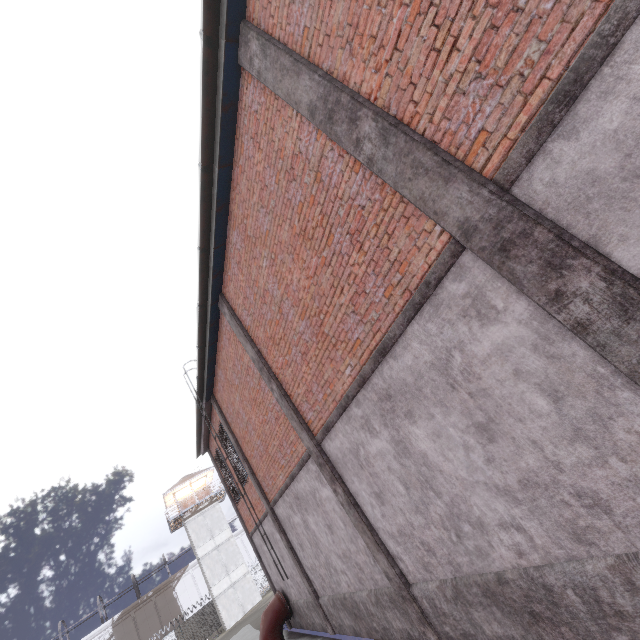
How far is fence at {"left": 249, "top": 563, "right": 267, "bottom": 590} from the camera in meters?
39.8

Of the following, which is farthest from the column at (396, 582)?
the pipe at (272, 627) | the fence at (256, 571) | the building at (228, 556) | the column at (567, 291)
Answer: the building at (228, 556)

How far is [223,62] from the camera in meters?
5.1 m

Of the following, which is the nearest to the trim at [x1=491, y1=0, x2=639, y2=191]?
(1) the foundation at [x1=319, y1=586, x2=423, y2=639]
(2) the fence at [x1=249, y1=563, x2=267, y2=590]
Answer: (1) the foundation at [x1=319, y1=586, x2=423, y2=639]

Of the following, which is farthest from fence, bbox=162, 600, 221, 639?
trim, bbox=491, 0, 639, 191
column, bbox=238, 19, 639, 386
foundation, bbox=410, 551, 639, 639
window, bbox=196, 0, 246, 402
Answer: foundation, bbox=410, 551, 639, 639

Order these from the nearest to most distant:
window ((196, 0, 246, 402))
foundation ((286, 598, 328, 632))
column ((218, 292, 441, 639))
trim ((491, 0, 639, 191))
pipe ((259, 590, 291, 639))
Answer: trim ((491, 0, 639, 191))
window ((196, 0, 246, 402))
column ((218, 292, 441, 639))
foundation ((286, 598, 328, 632))
pipe ((259, 590, 291, 639))

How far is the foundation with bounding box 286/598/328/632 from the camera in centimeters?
1058cm

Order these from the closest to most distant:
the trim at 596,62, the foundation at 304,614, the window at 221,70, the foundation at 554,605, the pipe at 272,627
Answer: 1. the trim at 596,62
2. the foundation at 554,605
3. the window at 221,70
4. the foundation at 304,614
5. the pipe at 272,627
